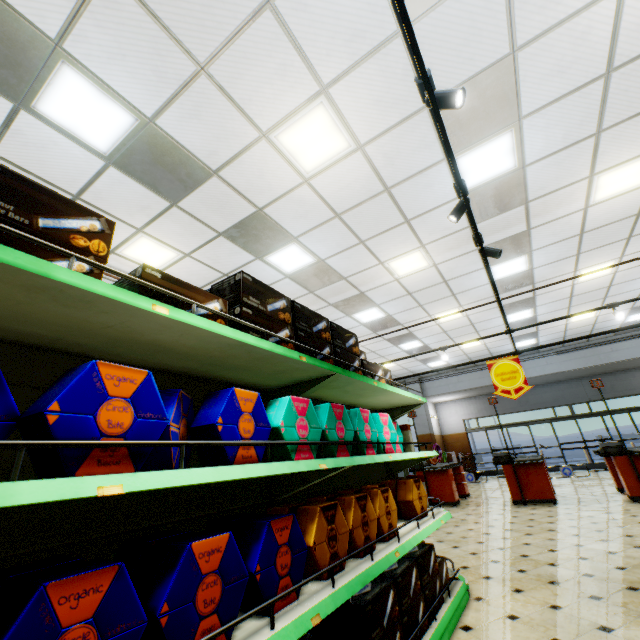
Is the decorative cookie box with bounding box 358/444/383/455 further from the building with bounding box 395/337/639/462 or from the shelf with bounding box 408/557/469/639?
the building with bounding box 395/337/639/462

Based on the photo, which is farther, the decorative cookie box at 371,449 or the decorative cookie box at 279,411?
the decorative cookie box at 371,449

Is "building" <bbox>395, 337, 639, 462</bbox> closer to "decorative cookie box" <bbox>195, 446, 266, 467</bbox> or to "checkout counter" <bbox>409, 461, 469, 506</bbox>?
"checkout counter" <bbox>409, 461, 469, 506</bbox>

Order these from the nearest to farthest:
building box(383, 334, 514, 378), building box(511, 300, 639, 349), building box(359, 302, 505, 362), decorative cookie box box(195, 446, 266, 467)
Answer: decorative cookie box box(195, 446, 266, 467) < building box(359, 302, 505, 362) < building box(511, 300, 639, 349) < building box(383, 334, 514, 378)

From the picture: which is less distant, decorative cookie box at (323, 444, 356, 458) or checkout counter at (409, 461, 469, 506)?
decorative cookie box at (323, 444, 356, 458)

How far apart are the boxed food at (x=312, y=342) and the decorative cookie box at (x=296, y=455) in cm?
27

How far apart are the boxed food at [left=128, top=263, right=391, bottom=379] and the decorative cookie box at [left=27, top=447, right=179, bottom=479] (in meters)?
0.27

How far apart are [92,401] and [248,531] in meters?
1.0 m
